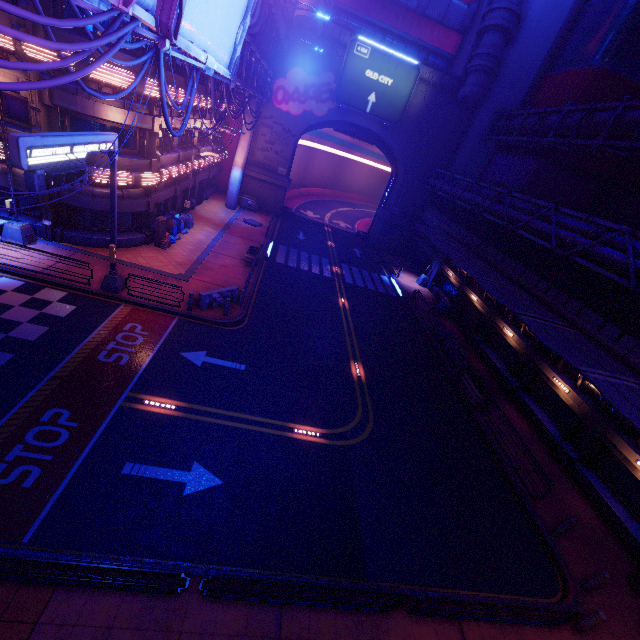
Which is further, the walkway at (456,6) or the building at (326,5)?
the walkway at (456,6)

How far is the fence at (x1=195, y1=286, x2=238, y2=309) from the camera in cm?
1712

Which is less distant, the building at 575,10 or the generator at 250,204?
A: the building at 575,10

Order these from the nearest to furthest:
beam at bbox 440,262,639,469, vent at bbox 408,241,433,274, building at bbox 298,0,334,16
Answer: beam at bbox 440,262,639,469
building at bbox 298,0,334,16
vent at bbox 408,241,433,274

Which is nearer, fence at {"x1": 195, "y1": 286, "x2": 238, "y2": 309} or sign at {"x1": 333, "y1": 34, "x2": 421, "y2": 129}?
fence at {"x1": 195, "y1": 286, "x2": 238, "y2": 309}

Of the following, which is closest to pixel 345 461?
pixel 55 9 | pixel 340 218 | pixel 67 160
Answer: pixel 67 160

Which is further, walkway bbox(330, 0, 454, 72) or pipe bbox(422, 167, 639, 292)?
walkway bbox(330, 0, 454, 72)

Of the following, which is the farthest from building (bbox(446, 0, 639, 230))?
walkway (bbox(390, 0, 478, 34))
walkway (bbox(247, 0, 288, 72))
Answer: walkway (bbox(247, 0, 288, 72))
